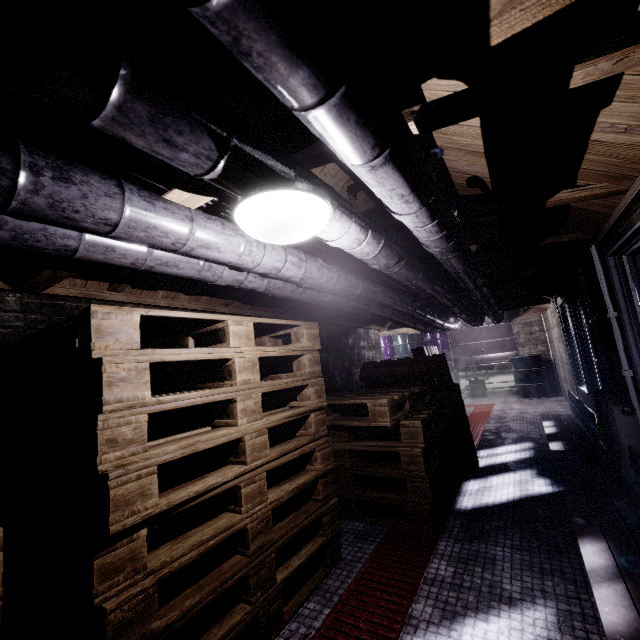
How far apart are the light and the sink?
8.9m

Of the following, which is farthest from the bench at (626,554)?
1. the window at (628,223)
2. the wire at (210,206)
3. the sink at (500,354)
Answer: the sink at (500,354)

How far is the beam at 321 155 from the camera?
1.40m

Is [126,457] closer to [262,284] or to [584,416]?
[262,284]

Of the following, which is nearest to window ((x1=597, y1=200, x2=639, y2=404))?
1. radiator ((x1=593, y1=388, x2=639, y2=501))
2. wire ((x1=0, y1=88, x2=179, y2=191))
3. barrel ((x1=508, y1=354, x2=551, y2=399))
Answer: radiator ((x1=593, y1=388, x2=639, y2=501))

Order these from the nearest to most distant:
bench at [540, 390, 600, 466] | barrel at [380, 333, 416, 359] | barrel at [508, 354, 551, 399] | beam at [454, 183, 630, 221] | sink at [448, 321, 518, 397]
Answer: beam at [454, 183, 630, 221] < bench at [540, 390, 600, 466] < barrel at [508, 354, 551, 399] < sink at [448, 321, 518, 397] < barrel at [380, 333, 416, 359]

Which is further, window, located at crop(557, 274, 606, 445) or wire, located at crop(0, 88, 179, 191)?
window, located at crop(557, 274, 606, 445)

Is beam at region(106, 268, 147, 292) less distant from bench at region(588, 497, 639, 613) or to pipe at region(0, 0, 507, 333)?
pipe at region(0, 0, 507, 333)
